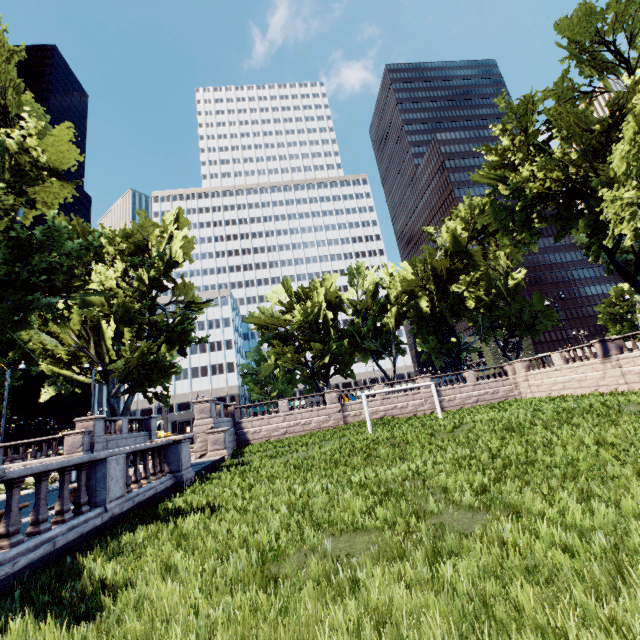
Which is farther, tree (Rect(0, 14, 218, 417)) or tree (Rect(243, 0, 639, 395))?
tree (Rect(243, 0, 639, 395))

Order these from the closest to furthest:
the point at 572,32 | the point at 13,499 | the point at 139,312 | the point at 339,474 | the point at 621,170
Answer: the point at 13,499 < the point at 339,474 < the point at 621,170 < the point at 572,32 < the point at 139,312

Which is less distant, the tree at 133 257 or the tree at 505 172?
the tree at 133 257
